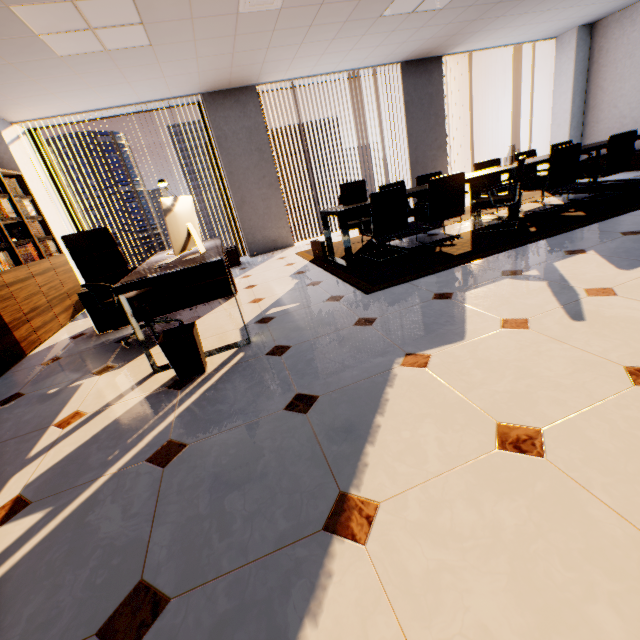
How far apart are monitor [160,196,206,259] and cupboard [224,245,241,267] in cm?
293

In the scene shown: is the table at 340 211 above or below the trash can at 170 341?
above

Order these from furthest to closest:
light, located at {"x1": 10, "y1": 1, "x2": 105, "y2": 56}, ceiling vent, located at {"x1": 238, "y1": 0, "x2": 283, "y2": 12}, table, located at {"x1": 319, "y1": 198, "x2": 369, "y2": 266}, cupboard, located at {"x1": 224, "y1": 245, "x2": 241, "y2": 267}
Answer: cupboard, located at {"x1": 224, "y1": 245, "x2": 241, "y2": 267} < table, located at {"x1": 319, "y1": 198, "x2": 369, "y2": 266} < ceiling vent, located at {"x1": 238, "y1": 0, "x2": 283, "y2": 12} < light, located at {"x1": 10, "y1": 1, "x2": 105, "y2": 56}

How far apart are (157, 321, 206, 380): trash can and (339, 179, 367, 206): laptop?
2.9m

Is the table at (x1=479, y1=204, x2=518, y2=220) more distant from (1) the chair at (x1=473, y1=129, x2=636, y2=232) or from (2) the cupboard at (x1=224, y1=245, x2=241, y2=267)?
(2) the cupboard at (x1=224, y1=245, x2=241, y2=267)

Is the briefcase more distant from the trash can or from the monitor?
the trash can

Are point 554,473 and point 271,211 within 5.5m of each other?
no

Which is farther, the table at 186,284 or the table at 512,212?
the table at 512,212
